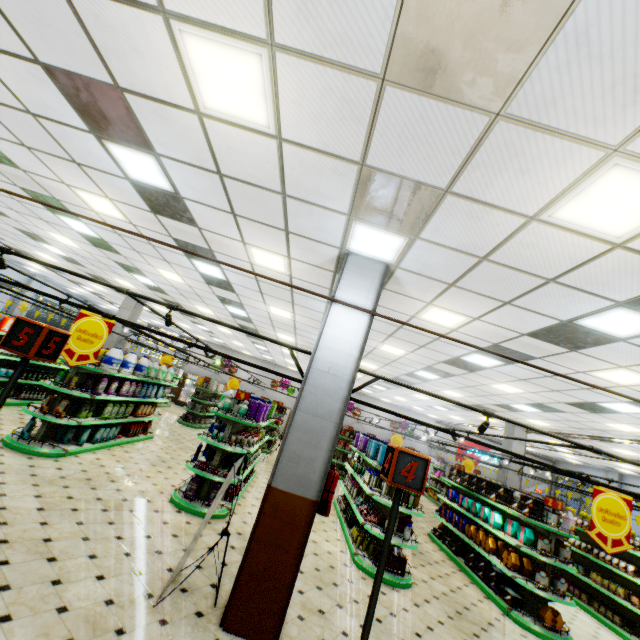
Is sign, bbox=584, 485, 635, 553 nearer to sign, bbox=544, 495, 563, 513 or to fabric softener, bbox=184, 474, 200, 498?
sign, bbox=544, 495, 563, 513

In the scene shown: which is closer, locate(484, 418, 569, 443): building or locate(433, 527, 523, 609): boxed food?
locate(433, 527, 523, 609): boxed food

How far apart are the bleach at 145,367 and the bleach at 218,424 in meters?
3.0

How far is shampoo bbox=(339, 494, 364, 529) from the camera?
8.18m

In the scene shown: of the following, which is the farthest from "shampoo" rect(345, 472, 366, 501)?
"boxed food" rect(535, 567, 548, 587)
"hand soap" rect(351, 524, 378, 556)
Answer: "boxed food" rect(535, 567, 548, 587)

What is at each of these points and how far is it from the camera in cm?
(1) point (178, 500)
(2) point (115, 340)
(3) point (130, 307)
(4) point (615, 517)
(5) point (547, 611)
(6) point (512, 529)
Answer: (1) shelf, 643
(2) building, 1445
(3) building, 1489
(4) sign, 441
(5) decorative cookie box, 630
(6) decorative cookie box, 759

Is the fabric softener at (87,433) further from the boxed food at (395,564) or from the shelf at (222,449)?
the boxed food at (395,564)

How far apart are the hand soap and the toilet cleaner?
7.3 meters
